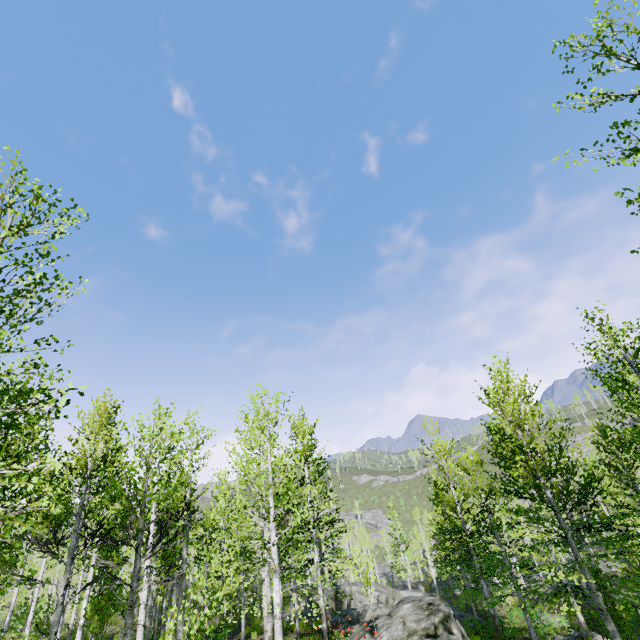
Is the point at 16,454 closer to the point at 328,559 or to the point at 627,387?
the point at 328,559
